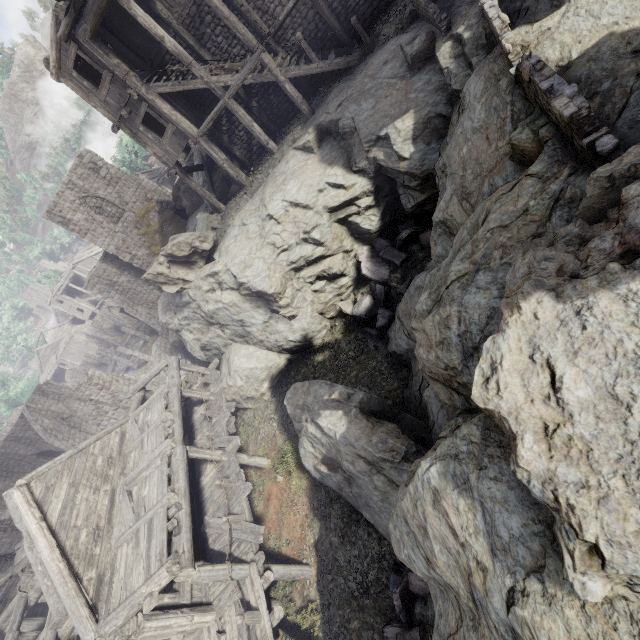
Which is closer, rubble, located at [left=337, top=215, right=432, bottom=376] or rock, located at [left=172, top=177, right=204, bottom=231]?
rubble, located at [left=337, top=215, right=432, bottom=376]

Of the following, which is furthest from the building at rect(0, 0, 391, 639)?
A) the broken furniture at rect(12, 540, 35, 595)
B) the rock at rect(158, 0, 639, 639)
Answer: the broken furniture at rect(12, 540, 35, 595)

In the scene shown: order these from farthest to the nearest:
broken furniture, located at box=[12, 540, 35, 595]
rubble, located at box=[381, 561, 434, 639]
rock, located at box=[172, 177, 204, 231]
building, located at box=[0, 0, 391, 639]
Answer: rock, located at box=[172, 177, 204, 231] → broken furniture, located at box=[12, 540, 35, 595] → building, located at box=[0, 0, 391, 639] → rubble, located at box=[381, 561, 434, 639]

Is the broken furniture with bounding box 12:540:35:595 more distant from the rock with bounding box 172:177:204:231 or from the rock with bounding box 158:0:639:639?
the rock with bounding box 172:177:204:231

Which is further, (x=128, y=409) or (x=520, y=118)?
(x=128, y=409)

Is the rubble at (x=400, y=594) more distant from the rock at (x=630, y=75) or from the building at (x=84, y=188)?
the building at (x=84, y=188)

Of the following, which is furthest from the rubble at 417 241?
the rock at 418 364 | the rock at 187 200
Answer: the rock at 187 200

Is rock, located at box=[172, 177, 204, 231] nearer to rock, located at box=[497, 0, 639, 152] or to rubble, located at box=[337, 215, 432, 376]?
rock, located at box=[497, 0, 639, 152]
